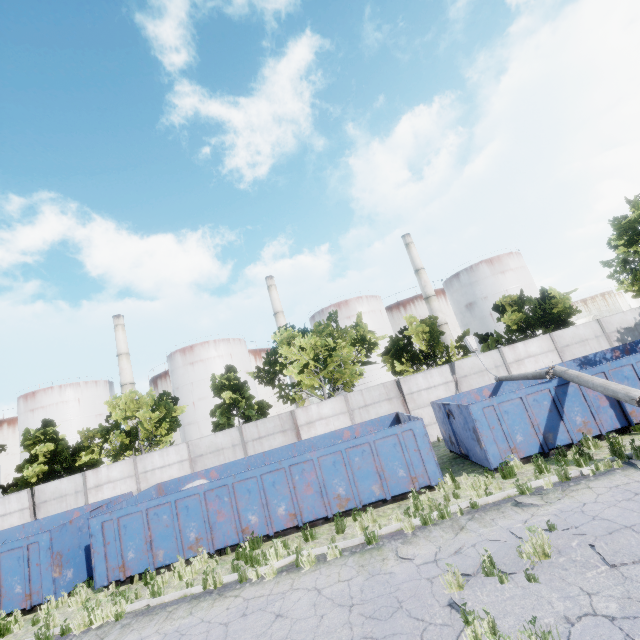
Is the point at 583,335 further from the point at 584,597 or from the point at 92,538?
the point at 92,538

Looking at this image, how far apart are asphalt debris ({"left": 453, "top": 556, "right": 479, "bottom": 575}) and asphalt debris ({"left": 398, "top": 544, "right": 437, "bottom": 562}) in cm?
58

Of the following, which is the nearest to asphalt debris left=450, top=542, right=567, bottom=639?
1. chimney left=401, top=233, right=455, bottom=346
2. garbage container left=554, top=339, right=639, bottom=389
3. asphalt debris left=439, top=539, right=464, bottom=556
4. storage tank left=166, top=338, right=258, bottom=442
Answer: asphalt debris left=439, top=539, right=464, bottom=556

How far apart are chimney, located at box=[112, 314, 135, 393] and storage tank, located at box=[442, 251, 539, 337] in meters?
53.5 m

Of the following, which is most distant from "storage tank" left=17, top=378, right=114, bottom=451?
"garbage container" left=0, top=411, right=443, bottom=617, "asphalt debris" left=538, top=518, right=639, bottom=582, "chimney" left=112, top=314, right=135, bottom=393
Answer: "asphalt debris" left=538, top=518, right=639, bottom=582

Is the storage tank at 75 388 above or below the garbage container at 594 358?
above

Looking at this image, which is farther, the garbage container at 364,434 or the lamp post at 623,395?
the garbage container at 364,434

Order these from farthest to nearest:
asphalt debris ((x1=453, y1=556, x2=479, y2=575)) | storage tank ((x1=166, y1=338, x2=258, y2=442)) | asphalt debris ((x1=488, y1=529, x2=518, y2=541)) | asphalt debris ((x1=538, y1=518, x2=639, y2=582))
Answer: storage tank ((x1=166, y1=338, x2=258, y2=442)), asphalt debris ((x1=488, y1=529, x2=518, y2=541)), asphalt debris ((x1=453, y1=556, x2=479, y2=575)), asphalt debris ((x1=538, y1=518, x2=639, y2=582))
